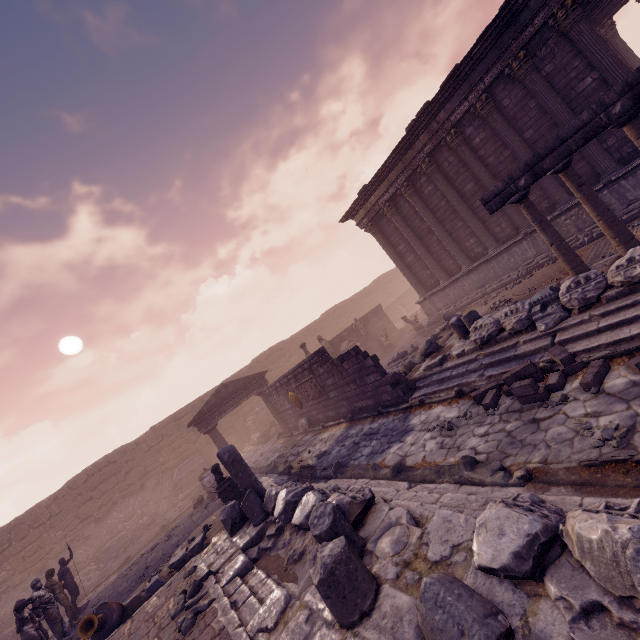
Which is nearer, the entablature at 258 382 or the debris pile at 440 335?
the debris pile at 440 335

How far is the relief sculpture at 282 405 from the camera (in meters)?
15.49

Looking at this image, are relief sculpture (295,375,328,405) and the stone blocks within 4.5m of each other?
no

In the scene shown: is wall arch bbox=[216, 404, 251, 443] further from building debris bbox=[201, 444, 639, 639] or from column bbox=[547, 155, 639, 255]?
column bbox=[547, 155, 639, 255]

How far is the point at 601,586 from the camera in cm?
212

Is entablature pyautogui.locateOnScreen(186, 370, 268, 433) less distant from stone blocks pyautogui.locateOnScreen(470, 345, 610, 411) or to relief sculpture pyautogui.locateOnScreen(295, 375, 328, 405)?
relief sculpture pyautogui.locateOnScreen(295, 375, 328, 405)

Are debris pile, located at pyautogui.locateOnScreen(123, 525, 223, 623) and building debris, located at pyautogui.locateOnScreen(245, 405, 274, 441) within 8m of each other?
no

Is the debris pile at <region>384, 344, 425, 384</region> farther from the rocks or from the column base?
the column base
